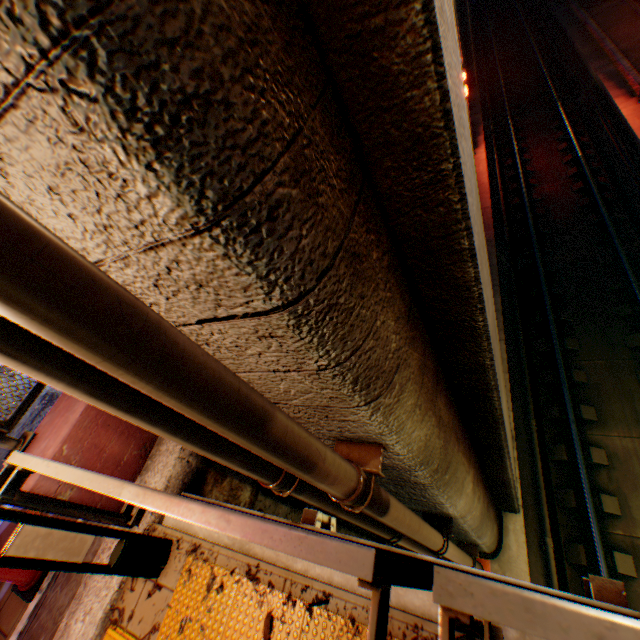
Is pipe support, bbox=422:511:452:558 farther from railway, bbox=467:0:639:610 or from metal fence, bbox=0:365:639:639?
railway, bbox=467:0:639:610

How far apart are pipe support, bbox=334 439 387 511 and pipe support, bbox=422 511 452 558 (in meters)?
A: 2.43

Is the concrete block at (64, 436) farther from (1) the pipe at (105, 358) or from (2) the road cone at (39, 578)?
(1) the pipe at (105, 358)

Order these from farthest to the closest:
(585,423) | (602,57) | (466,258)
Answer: (602,57) → (585,423) → (466,258)

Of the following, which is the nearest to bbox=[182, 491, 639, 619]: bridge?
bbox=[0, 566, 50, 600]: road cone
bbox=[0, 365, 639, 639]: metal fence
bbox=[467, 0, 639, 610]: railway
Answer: bbox=[0, 365, 639, 639]: metal fence

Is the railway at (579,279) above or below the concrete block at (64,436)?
below

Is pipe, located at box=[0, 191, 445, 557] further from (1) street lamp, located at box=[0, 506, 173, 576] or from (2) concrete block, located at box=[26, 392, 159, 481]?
(2) concrete block, located at box=[26, 392, 159, 481]
